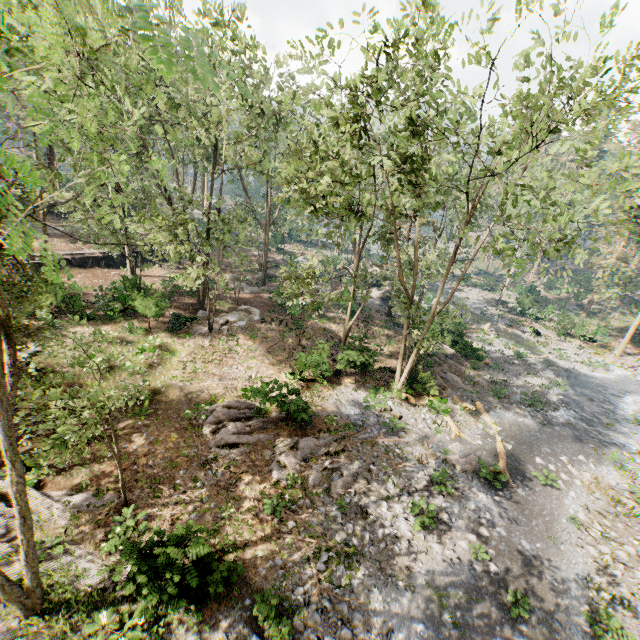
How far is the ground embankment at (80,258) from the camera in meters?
28.8 m

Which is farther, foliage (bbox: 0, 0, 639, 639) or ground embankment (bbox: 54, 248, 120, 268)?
ground embankment (bbox: 54, 248, 120, 268)

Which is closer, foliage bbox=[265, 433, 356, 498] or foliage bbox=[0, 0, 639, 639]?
foliage bbox=[0, 0, 639, 639]

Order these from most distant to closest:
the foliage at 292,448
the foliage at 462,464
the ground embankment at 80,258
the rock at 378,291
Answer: the rock at 378,291 < the ground embankment at 80,258 < the foliage at 462,464 < the foliage at 292,448

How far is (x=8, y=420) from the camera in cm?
655

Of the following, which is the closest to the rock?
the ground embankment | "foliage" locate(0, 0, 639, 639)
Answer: "foliage" locate(0, 0, 639, 639)

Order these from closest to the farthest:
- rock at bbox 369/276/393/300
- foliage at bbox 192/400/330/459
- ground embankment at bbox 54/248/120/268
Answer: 1. foliage at bbox 192/400/330/459
2. ground embankment at bbox 54/248/120/268
3. rock at bbox 369/276/393/300
